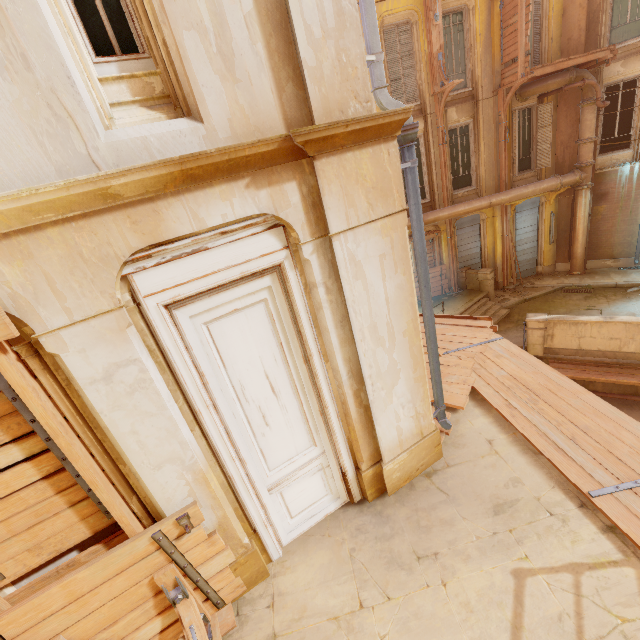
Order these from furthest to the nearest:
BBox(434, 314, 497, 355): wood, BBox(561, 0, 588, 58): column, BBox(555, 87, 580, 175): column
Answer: BBox(555, 87, 580, 175): column, BBox(561, 0, 588, 58): column, BBox(434, 314, 497, 355): wood

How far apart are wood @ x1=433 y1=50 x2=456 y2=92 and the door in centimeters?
1223cm

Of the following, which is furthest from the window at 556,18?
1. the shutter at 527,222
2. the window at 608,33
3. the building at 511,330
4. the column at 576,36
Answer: the building at 511,330

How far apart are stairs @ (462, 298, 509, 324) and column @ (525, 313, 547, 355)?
1.6m

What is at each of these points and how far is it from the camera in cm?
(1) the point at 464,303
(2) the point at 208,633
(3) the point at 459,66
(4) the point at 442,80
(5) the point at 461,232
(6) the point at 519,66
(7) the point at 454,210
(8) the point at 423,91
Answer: (1) building, 1464
(2) wood, 360
(3) window, 1295
(4) wood, 1196
(5) shutter, 1530
(6) wood, 1155
(7) pipe, 1348
(8) window, 1281

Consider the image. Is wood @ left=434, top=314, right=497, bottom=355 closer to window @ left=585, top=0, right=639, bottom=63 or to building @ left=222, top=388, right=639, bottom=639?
building @ left=222, top=388, right=639, bottom=639

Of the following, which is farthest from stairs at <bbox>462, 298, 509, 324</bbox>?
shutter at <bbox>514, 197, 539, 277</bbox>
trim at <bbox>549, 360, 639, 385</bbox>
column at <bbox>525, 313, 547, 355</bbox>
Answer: shutter at <bbox>514, 197, 539, 277</bbox>

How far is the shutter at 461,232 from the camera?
15.0 meters
